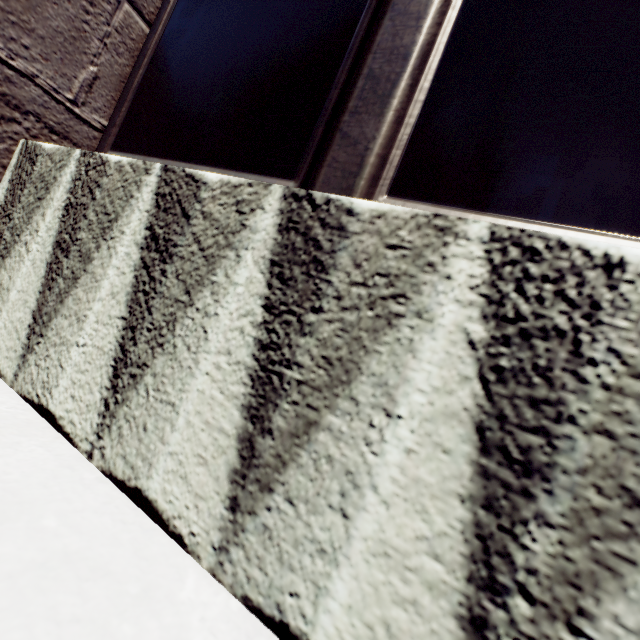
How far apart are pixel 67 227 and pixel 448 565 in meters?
1.8 m
